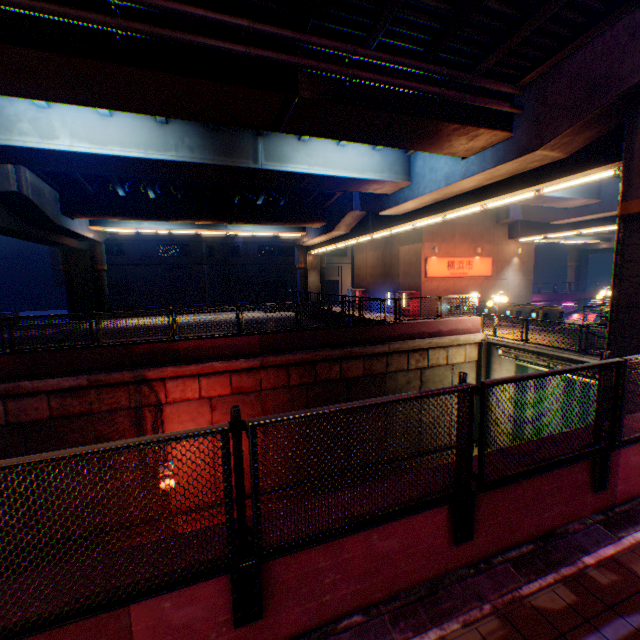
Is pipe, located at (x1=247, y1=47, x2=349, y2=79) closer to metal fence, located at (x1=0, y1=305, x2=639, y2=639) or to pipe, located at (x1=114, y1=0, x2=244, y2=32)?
pipe, located at (x1=114, y1=0, x2=244, y2=32)

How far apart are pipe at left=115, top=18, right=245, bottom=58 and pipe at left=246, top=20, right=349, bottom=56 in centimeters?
30cm

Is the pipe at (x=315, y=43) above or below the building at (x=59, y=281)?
above

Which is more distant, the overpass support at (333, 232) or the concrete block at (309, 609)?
the overpass support at (333, 232)

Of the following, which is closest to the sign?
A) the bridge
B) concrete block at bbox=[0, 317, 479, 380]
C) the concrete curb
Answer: concrete block at bbox=[0, 317, 479, 380]

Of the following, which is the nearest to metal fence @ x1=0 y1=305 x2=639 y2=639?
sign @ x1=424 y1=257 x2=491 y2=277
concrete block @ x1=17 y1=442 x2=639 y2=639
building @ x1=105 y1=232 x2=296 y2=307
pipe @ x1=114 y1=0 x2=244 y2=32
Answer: concrete block @ x1=17 y1=442 x2=639 y2=639

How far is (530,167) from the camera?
11.0m

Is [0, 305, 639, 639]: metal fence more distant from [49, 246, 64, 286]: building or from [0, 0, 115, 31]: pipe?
[49, 246, 64, 286]: building
